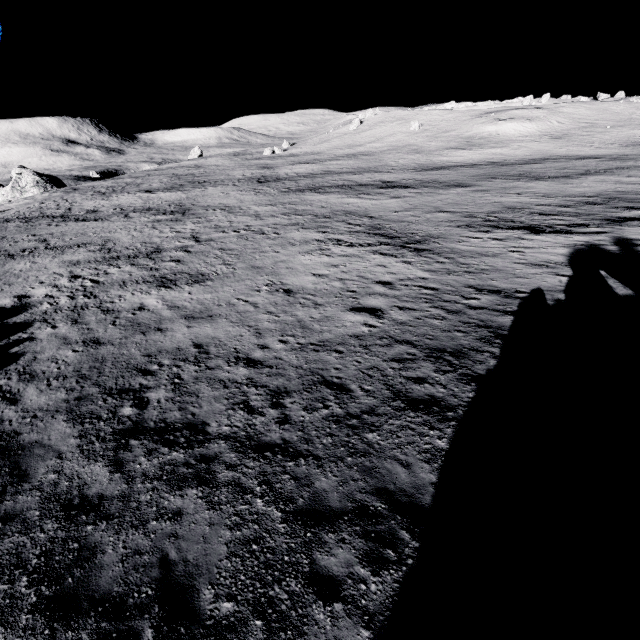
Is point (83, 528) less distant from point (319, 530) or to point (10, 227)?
point (319, 530)
